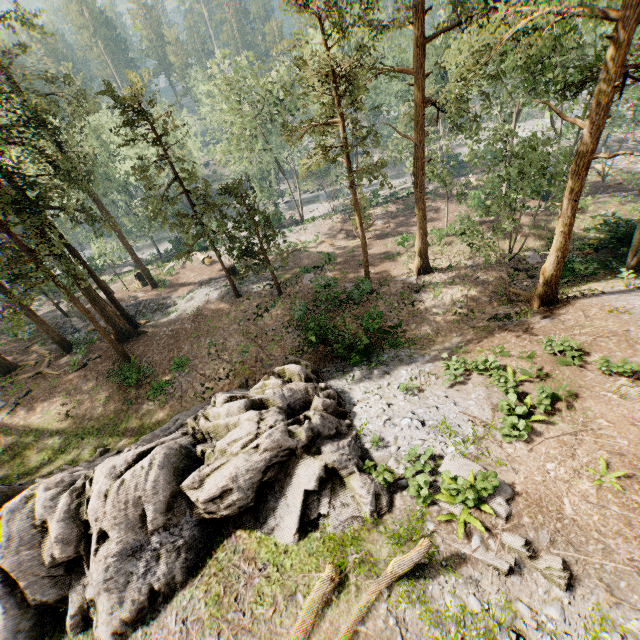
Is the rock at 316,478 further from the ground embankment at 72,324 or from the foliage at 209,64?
the ground embankment at 72,324

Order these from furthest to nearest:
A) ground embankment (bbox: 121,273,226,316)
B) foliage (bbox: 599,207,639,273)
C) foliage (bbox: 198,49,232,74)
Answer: ground embankment (bbox: 121,273,226,316)
foliage (bbox: 198,49,232,74)
foliage (bbox: 599,207,639,273)

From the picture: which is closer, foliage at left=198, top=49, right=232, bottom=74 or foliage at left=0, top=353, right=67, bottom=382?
foliage at left=0, top=353, right=67, bottom=382

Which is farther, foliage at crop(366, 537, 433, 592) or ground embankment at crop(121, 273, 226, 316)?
ground embankment at crop(121, 273, 226, 316)

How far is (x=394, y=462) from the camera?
11.16m

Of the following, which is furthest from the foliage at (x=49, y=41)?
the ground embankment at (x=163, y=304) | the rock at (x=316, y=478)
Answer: the rock at (x=316, y=478)
